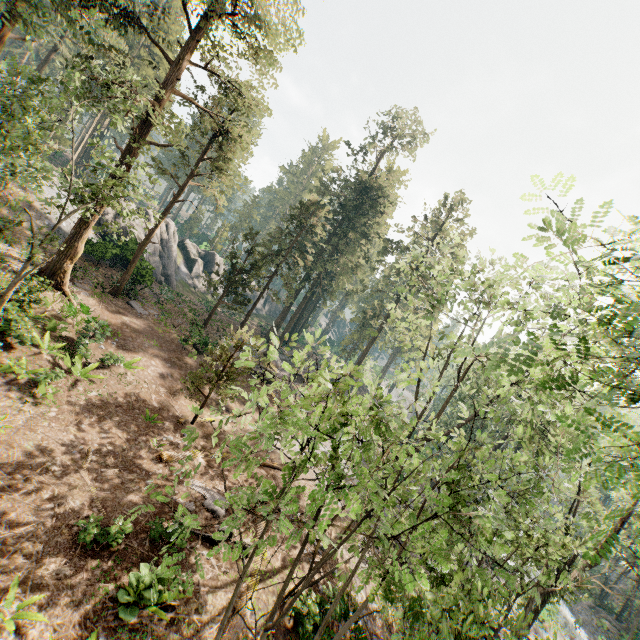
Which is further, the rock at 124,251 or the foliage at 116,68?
the rock at 124,251

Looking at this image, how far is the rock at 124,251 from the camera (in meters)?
27.67

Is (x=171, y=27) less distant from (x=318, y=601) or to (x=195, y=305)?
(x=195, y=305)

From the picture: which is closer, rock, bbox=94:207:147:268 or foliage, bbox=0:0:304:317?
foliage, bbox=0:0:304:317

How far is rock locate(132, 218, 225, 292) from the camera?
30.0 meters

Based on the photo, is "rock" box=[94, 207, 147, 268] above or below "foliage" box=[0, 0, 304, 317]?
below

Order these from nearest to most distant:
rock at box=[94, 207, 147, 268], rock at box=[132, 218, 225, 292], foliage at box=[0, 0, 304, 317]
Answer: foliage at box=[0, 0, 304, 317] < rock at box=[94, 207, 147, 268] < rock at box=[132, 218, 225, 292]
